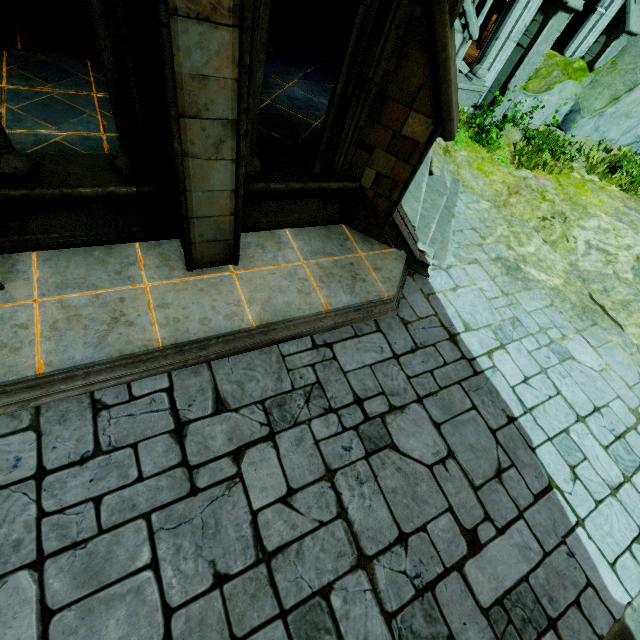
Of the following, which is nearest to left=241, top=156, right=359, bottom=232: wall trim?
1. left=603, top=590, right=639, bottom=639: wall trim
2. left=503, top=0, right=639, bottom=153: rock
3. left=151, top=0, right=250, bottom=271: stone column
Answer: left=151, top=0, right=250, bottom=271: stone column

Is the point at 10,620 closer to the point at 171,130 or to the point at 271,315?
the point at 271,315

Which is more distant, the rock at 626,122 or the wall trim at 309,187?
the rock at 626,122

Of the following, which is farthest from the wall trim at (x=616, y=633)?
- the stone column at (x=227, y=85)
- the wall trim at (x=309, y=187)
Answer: the wall trim at (x=309, y=187)

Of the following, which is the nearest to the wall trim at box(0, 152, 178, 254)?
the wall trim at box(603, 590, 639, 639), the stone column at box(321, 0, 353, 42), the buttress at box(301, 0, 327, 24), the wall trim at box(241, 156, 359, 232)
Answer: the wall trim at box(241, 156, 359, 232)

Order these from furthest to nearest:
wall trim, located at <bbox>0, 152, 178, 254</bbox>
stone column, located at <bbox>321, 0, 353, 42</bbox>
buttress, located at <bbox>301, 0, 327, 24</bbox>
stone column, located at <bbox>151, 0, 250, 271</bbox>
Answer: buttress, located at <bbox>301, 0, 327, 24</bbox>, stone column, located at <bbox>321, 0, 353, 42</bbox>, wall trim, located at <bbox>0, 152, 178, 254</bbox>, stone column, located at <bbox>151, 0, 250, 271</bbox>

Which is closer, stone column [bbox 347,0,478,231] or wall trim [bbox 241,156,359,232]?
stone column [bbox 347,0,478,231]

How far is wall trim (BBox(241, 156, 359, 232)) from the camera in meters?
4.6 m
